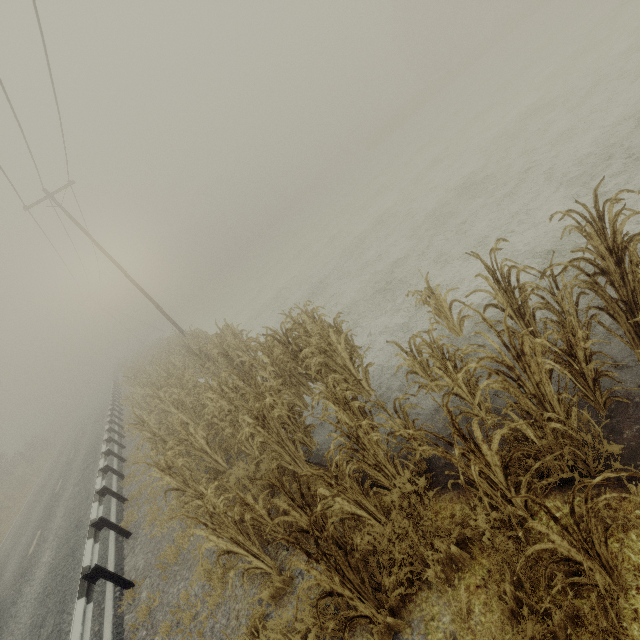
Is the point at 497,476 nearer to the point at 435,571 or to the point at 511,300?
the point at 435,571

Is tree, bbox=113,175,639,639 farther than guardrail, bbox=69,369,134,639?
No

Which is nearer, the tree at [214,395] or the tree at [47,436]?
the tree at [214,395]

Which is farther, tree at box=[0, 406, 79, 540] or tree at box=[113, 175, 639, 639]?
tree at box=[0, 406, 79, 540]

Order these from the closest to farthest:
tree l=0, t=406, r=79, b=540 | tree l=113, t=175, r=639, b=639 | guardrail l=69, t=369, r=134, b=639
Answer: tree l=113, t=175, r=639, b=639, guardrail l=69, t=369, r=134, b=639, tree l=0, t=406, r=79, b=540

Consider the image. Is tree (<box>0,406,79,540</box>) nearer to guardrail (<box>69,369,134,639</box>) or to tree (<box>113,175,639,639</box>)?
guardrail (<box>69,369,134,639</box>)

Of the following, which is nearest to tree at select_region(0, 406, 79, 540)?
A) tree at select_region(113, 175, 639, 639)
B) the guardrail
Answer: the guardrail

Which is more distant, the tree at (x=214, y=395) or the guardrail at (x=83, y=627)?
the guardrail at (x=83, y=627)
